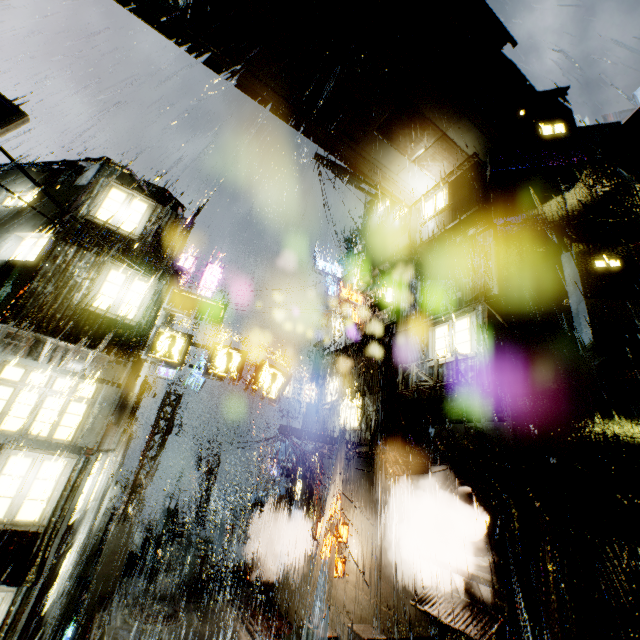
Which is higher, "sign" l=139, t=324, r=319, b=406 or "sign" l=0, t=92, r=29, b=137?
"sign" l=0, t=92, r=29, b=137

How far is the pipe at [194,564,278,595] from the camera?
17.8m

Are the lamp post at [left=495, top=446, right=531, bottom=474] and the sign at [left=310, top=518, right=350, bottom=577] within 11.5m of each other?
yes

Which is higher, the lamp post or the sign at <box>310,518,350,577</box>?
the lamp post

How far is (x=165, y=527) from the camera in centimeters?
2286cm

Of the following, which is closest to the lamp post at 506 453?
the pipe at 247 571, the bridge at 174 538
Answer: the pipe at 247 571

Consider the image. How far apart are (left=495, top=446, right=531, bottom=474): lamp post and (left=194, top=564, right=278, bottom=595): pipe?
16.1m

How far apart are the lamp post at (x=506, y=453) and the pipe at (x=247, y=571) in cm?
1605
